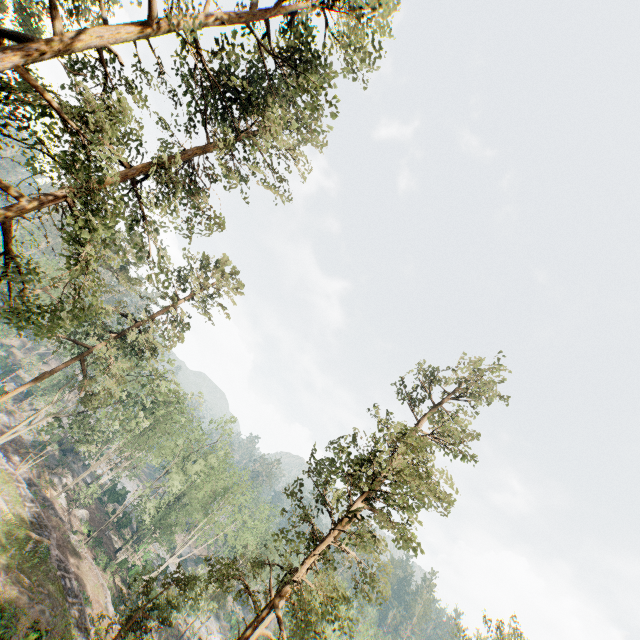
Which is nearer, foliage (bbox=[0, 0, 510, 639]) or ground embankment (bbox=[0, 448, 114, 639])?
foliage (bbox=[0, 0, 510, 639])

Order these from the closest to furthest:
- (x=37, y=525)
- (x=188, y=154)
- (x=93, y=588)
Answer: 1. (x=188, y=154)
2. (x=37, y=525)
3. (x=93, y=588)

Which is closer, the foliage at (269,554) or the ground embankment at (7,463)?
the foliage at (269,554)

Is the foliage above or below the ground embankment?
above

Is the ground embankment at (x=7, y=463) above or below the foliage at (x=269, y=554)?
below
